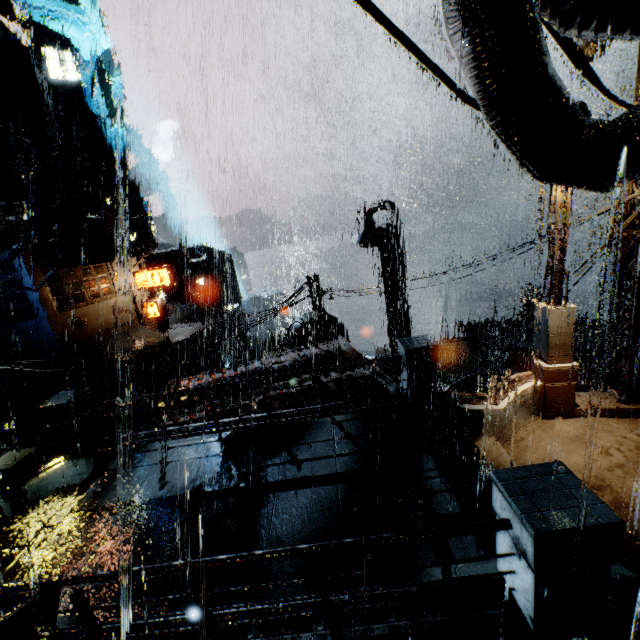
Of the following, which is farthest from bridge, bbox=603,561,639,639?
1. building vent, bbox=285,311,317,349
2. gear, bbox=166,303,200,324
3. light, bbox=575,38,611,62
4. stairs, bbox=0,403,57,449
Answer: gear, bbox=166,303,200,324

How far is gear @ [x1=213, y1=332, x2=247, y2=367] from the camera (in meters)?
53.38

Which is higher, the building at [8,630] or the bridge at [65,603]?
the building at [8,630]

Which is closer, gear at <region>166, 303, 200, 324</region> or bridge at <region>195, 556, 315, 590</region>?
bridge at <region>195, 556, 315, 590</region>

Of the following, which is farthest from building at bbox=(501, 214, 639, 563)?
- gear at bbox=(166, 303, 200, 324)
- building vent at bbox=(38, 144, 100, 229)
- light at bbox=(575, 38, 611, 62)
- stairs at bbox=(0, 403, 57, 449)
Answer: gear at bbox=(166, 303, 200, 324)

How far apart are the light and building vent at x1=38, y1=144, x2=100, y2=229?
51.2m

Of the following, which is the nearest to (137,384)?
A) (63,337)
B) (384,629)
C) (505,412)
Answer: (63,337)

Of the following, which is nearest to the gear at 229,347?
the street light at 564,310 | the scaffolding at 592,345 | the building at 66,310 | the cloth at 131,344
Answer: the building at 66,310
